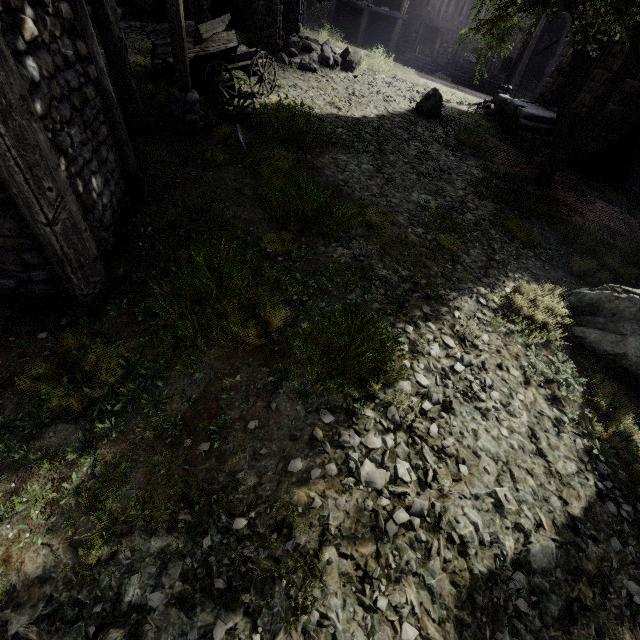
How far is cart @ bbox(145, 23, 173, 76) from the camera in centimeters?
871cm

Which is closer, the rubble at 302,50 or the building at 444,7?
the rubble at 302,50

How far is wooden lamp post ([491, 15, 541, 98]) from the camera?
16.0m

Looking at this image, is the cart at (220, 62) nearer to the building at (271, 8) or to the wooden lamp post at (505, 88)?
the building at (271, 8)

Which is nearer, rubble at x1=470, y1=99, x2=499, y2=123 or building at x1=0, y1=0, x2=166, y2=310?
building at x1=0, y1=0, x2=166, y2=310

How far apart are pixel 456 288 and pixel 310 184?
3.5 meters

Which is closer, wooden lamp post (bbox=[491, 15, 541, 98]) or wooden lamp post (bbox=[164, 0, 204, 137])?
wooden lamp post (bbox=[164, 0, 204, 137])

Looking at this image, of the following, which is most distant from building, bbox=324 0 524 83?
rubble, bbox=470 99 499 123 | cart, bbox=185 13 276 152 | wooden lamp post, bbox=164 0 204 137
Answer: cart, bbox=185 13 276 152
